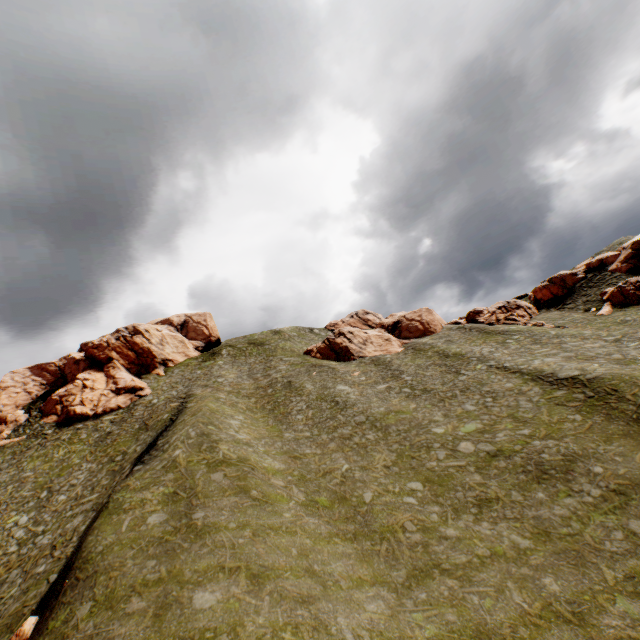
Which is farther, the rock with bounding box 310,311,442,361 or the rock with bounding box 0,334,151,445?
the rock with bounding box 310,311,442,361

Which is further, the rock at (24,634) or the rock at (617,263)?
the rock at (617,263)

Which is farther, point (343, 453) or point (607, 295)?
point (607, 295)

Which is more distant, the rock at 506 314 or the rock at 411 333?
the rock at 411 333

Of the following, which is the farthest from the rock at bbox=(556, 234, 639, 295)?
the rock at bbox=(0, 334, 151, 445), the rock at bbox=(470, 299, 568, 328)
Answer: the rock at bbox=(0, 334, 151, 445)

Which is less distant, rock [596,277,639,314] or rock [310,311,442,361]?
rock [596,277,639,314]

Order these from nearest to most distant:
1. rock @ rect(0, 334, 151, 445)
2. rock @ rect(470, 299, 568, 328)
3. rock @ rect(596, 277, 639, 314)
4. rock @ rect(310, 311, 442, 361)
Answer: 1. rock @ rect(596, 277, 639, 314)
2. rock @ rect(0, 334, 151, 445)
3. rock @ rect(470, 299, 568, 328)
4. rock @ rect(310, 311, 442, 361)
